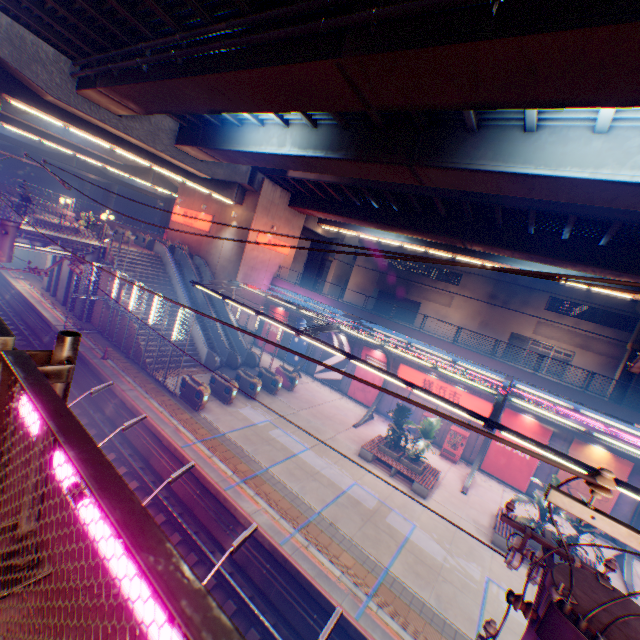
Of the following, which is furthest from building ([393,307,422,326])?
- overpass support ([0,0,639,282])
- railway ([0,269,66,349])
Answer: railway ([0,269,66,349])

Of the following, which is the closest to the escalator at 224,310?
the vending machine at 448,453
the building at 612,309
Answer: the vending machine at 448,453

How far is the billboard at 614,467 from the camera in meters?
17.0

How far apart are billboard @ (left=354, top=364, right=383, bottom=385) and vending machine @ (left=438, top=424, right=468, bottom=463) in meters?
5.3

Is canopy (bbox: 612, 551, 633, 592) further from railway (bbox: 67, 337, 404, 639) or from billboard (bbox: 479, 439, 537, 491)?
railway (bbox: 67, 337, 404, 639)

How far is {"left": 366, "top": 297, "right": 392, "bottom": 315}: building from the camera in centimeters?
4847cm

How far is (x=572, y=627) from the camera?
2.3 meters

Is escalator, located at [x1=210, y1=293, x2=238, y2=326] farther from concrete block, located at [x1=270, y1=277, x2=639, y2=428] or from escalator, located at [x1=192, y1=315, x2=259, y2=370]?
concrete block, located at [x1=270, y1=277, x2=639, y2=428]
